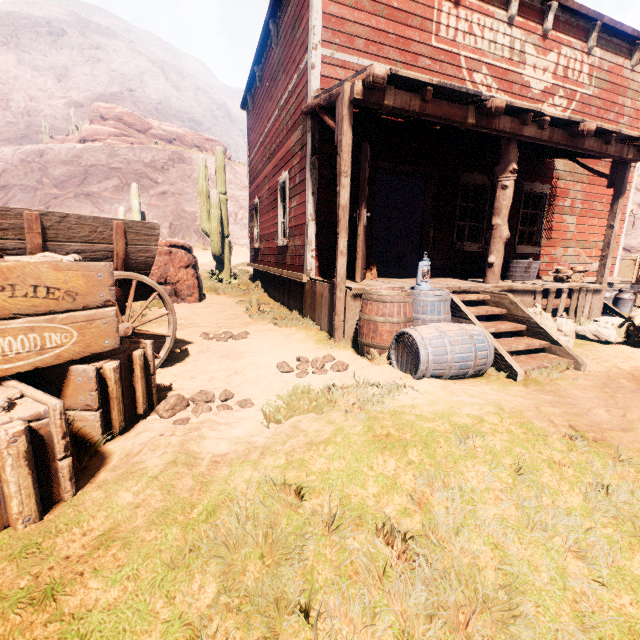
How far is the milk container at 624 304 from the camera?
9.2m

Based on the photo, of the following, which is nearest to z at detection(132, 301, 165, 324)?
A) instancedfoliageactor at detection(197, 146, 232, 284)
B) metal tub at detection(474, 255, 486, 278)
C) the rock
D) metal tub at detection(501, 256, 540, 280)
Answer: metal tub at detection(501, 256, 540, 280)

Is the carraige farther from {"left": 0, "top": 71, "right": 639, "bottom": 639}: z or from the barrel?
the barrel

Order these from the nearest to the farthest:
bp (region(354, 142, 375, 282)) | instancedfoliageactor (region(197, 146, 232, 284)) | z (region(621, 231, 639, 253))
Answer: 1. bp (region(354, 142, 375, 282))
2. instancedfoliageactor (region(197, 146, 232, 284))
3. z (region(621, 231, 639, 253))

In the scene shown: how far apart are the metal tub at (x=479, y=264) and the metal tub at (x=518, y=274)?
0.10m

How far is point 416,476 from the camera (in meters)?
1.93

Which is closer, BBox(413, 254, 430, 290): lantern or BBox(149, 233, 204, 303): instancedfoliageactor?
BBox(413, 254, 430, 290): lantern

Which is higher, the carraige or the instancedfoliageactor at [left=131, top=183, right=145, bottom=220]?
the instancedfoliageactor at [left=131, top=183, right=145, bottom=220]
